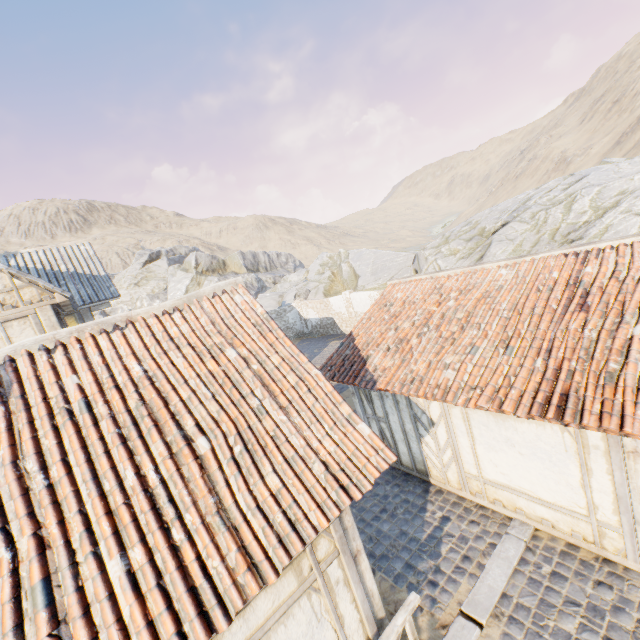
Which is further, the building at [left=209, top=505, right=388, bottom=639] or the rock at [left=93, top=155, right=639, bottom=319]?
the rock at [left=93, top=155, right=639, bottom=319]

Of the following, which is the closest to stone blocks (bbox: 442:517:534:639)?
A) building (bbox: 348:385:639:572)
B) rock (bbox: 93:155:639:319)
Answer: building (bbox: 348:385:639:572)

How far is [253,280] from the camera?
44.4 meters

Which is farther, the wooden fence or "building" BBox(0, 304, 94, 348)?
"building" BBox(0, 304, 94, 348)

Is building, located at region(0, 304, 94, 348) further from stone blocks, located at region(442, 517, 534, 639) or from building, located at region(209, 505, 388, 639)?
stone blocks, located at region(442, 517, 534, 639)

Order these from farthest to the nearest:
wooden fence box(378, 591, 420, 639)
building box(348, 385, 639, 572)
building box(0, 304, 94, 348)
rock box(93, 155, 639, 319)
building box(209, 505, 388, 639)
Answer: rock box(93, 155, 639, 319)
building box(0, 304, 94, 348)
building box(348, 385, 639, 572)
wooden fence box(378, 591, 420, 639)
building box(209, 505, 388, 639)

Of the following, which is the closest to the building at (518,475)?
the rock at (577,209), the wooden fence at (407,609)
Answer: the rock at (577,209)

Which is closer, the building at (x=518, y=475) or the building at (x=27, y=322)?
the building at (x=518, y=475)
